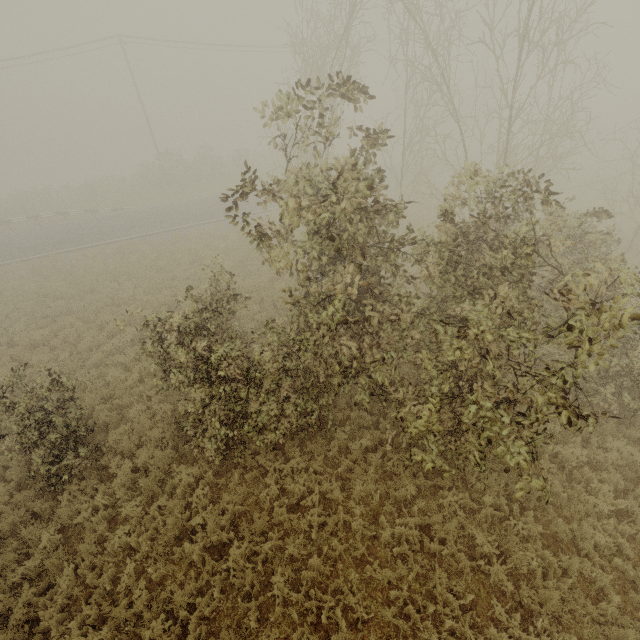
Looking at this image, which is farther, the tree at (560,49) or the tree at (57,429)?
the tree at (57,429)

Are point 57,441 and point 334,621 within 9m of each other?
yes

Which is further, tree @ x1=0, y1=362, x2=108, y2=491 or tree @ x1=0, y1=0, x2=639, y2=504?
tree @ x1=0, y1=362, x2=108, y2=491
